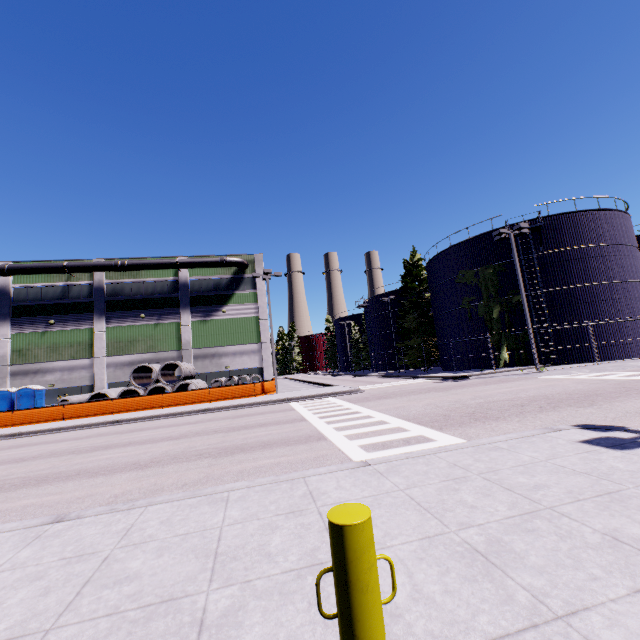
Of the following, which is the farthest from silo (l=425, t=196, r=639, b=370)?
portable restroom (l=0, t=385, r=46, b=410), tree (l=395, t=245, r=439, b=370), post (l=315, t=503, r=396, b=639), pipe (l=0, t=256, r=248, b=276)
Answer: portable restroom (l=0, t=385, r=46, b=410)

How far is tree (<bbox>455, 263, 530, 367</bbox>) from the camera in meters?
26.6

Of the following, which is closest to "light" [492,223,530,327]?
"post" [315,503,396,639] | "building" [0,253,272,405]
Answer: "building" [0,253,272,405]

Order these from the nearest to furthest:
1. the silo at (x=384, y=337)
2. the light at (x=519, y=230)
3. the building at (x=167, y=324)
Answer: the light at (x=519, y=230)
the building at (x=167, y=324)
the silo at (x=384, y=337)

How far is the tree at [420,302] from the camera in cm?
4009

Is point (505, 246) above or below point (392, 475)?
above

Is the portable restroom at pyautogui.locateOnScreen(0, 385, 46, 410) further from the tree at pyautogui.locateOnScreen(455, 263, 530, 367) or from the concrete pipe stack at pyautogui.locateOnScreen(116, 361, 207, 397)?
the tree at pyautogui.locateOnScreen(455, 263, 530, 367)

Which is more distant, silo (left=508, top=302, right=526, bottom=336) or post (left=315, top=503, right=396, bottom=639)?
silo (left=508, top=302, right=526, bottom=336)
